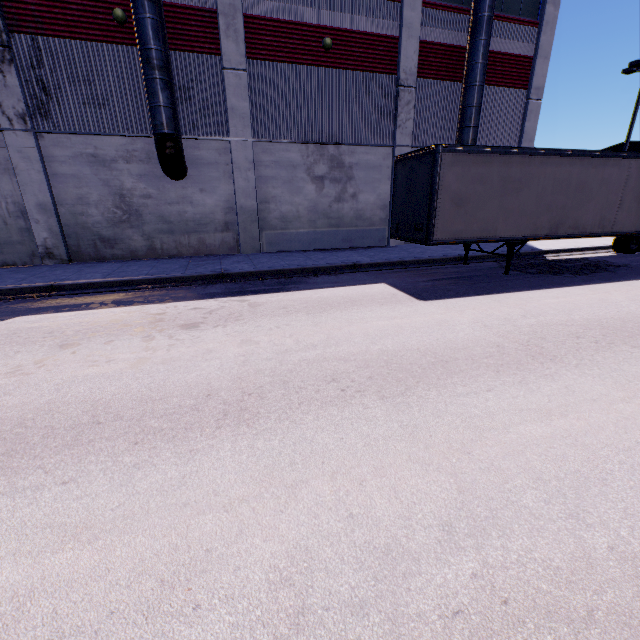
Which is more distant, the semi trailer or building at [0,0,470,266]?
building at [0,0,470,266]

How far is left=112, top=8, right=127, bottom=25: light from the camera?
11.5m

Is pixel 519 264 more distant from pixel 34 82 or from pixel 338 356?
pixel 34 82

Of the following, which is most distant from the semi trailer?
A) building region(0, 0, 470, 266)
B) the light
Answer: the light

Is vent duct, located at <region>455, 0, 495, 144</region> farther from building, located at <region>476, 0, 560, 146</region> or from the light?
the light

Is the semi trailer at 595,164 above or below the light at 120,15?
below

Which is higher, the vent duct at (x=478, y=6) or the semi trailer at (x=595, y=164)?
the vent duct at (x=478, y=6)

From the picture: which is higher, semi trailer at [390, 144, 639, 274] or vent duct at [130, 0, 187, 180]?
vent duct at [130, 0, 187, 180]
